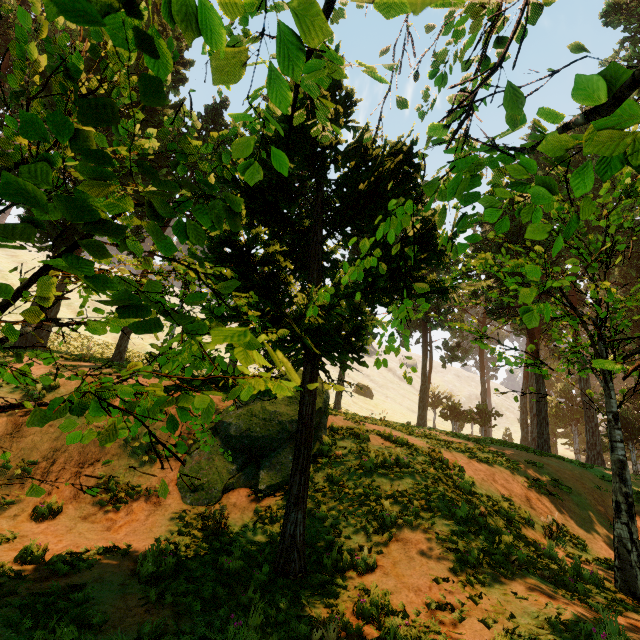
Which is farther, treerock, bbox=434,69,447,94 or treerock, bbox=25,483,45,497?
treerock, bbox=434,69,447,94

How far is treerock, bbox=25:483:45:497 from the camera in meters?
1.7 m

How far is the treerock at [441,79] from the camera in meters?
2.9

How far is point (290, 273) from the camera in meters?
9.1 m

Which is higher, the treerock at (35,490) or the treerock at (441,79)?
the treerock at (441,79)

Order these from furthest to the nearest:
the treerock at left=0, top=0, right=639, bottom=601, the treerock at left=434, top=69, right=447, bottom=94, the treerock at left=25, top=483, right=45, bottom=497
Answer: the treerock at left=434, top=69, right=447, bottom=94 → the treerock at left=25, top=483, right=45, bottom=497 → the treerock at left=0, top=0, right=639, bottom=601
